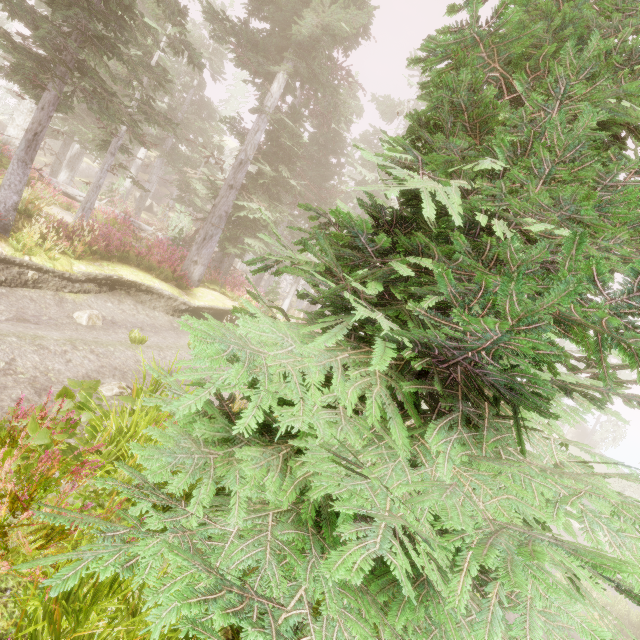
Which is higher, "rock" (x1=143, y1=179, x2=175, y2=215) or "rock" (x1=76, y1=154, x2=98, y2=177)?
"rock" (x1=76, y1=154, x2=98, y2=177)

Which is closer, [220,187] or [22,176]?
[22,176]

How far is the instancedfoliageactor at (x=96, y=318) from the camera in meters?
8.7

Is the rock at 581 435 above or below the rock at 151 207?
below

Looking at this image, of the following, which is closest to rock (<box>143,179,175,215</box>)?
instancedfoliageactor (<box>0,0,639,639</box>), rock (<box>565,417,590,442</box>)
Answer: instancedfoliageactor (<box>0,0,639,639</box>)

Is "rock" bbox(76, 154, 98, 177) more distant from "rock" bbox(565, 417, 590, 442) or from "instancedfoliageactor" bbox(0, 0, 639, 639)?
"rock" bbox(565, 417, 590, 442)

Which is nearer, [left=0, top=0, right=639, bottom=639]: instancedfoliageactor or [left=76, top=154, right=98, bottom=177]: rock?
[left=0, top=0, right=639, bottom=639]: instancedfoliageactor
